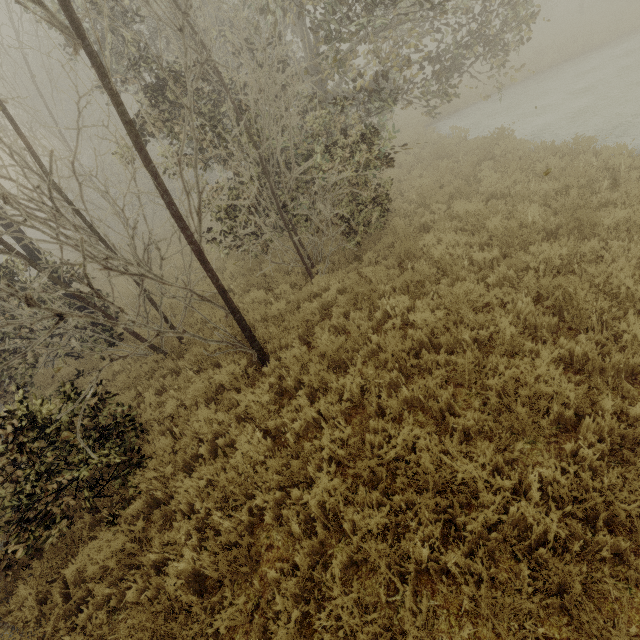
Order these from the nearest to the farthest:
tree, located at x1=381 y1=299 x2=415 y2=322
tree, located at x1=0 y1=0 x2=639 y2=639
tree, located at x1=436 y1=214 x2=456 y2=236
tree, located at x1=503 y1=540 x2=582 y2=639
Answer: tree, located at x1=503 y1=540 x2=582 y2=639, tree, located at x1=0 y1=0 x2=639 y2=639, tree, located at x1=381 y1=299 x2=415 y2=322, tree, located at x1=436 y1=214 x2=456 y2=236

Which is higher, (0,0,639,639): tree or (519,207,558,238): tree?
(0,0,639,639): tree

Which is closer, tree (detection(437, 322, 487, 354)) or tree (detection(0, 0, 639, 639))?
tree (detection(0, 0, 639, 639))

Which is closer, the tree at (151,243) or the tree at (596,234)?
the tree at (151,243)

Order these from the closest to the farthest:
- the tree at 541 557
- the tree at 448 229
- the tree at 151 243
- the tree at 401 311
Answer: the tree at 541 557 → the tree at 151 243 → the tree at 401 311 → the tree at 448 229

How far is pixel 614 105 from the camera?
11.27m

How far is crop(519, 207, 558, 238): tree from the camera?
5.8m
